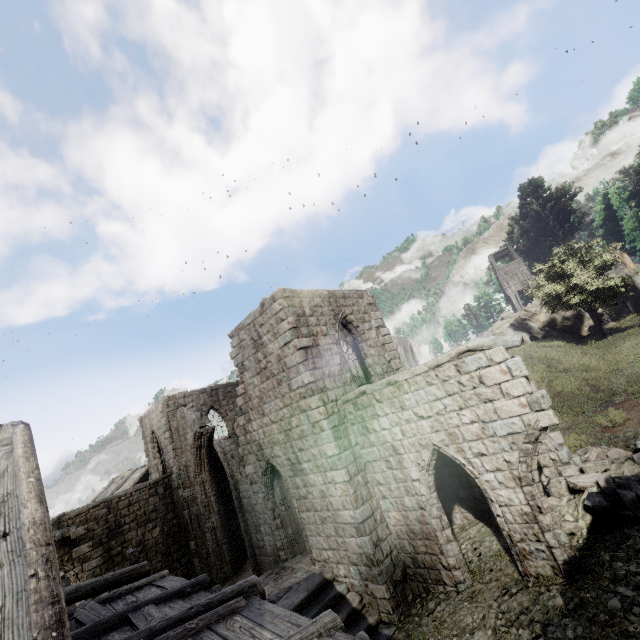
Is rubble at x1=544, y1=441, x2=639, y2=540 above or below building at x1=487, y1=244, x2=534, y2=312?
below

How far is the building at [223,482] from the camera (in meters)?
19.23

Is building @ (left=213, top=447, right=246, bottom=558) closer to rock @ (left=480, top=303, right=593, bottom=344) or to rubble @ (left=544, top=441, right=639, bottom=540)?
rubble @ (left=544, top=441, right=639, bottom=540)

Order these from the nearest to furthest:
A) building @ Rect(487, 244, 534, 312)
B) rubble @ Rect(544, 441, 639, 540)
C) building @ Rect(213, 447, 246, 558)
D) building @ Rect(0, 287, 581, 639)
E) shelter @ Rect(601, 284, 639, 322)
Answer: building @ Rect(0, 287, 581, 639) → rubble @ Rect(544, 441, 639, 540) → building @ Rect(213, 447, 246, 558) → shelter @ Rect(601, 284, 639, 322) → building @ Rect(487, 244, 534, 312)

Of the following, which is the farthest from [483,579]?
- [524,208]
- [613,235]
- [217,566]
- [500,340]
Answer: [613,235]

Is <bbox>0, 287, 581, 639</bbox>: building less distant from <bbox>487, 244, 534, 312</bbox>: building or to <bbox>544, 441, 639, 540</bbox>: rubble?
<bbox>544, 441, 639, 540</bbox>: rubble

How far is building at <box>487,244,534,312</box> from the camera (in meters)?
42.03

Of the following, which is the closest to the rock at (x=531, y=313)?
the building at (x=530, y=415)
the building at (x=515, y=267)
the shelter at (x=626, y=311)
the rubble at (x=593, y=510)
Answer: the shelter at (x=626, y=311)
